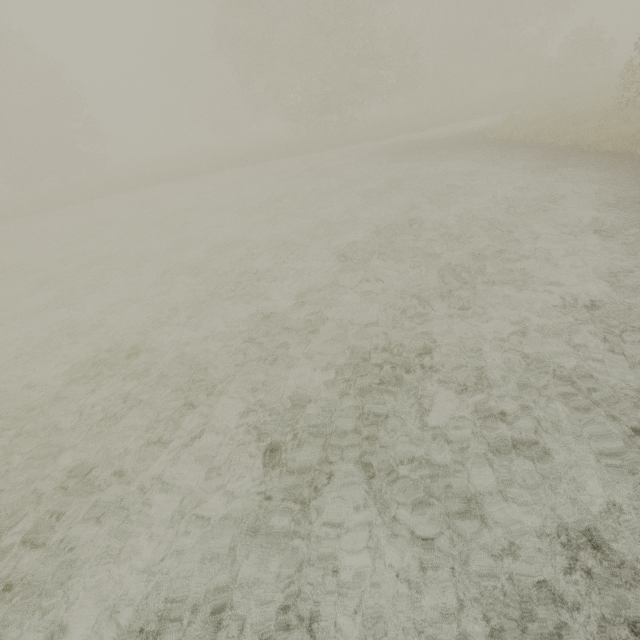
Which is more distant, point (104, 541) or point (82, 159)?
point (82, 159)
